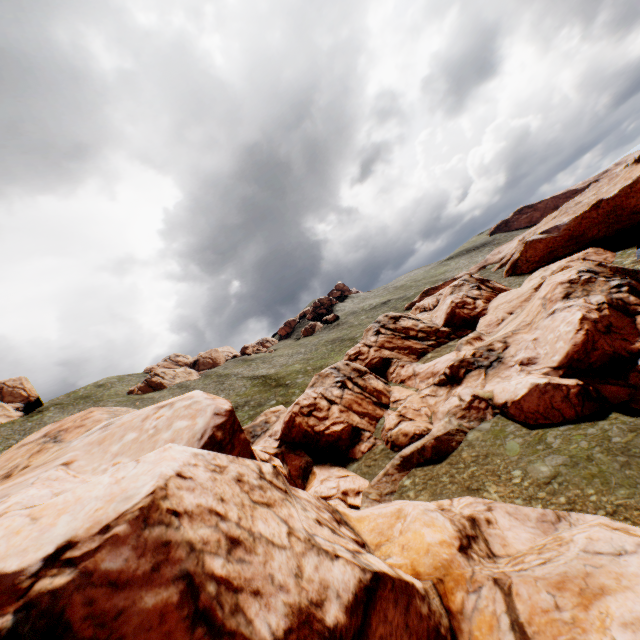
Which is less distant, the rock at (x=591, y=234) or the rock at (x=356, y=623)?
the rock at (x=356, y=623)

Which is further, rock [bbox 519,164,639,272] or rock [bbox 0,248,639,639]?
rock [bbox 519,164,639,272]

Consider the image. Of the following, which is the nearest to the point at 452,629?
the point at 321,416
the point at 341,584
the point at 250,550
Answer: the point at 341,584
